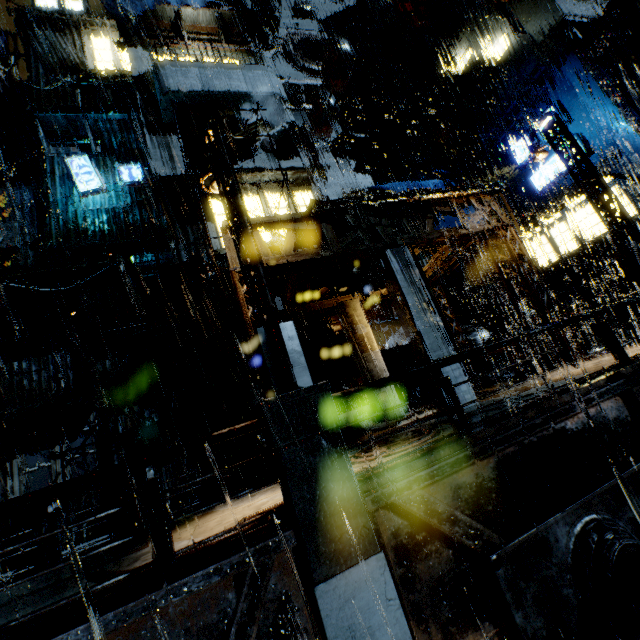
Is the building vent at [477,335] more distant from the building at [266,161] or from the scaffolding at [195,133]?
the scaffolding at [195,133]

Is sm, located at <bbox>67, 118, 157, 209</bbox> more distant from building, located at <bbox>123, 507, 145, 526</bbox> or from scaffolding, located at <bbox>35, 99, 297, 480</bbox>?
scaffolding, located at <bbox>35, 99, 297, 480</bbox>

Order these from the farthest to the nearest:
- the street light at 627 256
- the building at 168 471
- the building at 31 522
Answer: the building at 168 471 < the building at 31 522 < the street light at 627 256

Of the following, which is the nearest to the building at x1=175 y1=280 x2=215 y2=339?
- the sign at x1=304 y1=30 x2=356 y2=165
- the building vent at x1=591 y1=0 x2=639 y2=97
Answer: the building vent at x1=591 y1=0 x2=639 y2=97

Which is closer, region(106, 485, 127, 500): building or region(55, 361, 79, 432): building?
region(55, 361, 79, 432): building

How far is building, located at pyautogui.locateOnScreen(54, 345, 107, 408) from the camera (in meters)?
13.48

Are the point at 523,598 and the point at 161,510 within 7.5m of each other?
yes
